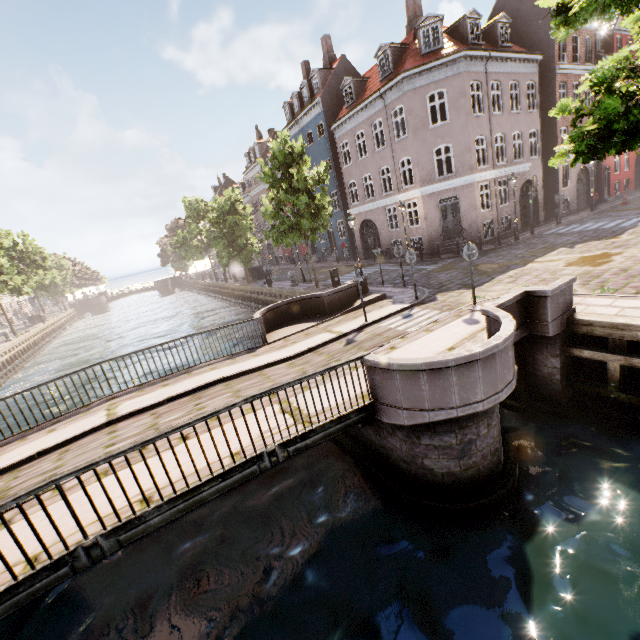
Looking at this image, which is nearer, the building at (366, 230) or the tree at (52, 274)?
the building at (366, 230)

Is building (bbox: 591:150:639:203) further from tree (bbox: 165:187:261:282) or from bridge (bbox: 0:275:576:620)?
bridge (bbox: 0:275:576:620)

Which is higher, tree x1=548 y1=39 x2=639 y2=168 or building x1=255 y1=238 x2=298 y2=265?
tree x1=548 y1=39 x2=639 y2=168

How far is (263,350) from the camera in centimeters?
1070cm

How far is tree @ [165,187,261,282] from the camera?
29.1 meters

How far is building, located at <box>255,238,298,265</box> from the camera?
41.9 meters
